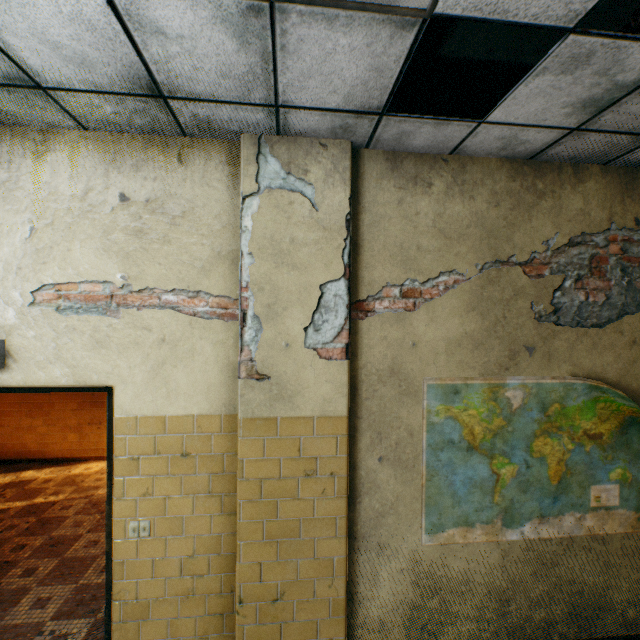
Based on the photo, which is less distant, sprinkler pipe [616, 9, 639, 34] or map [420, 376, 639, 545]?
sprinkler pipe [616, 9, 639, 34]

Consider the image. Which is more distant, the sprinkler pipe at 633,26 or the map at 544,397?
the map at 544,397

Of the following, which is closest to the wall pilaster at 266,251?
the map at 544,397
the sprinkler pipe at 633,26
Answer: the map at 544,397

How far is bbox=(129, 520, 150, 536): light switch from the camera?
2.28m

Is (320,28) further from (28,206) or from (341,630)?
(341,630)

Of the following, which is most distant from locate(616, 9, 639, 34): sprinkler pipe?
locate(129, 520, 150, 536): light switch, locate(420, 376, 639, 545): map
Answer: locate(129, 520, 150, 536): light switch

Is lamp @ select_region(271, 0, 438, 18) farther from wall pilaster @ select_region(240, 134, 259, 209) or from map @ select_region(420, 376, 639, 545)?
map @ select_region(420, 376, 639, 545)

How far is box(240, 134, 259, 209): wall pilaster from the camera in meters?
2.3
